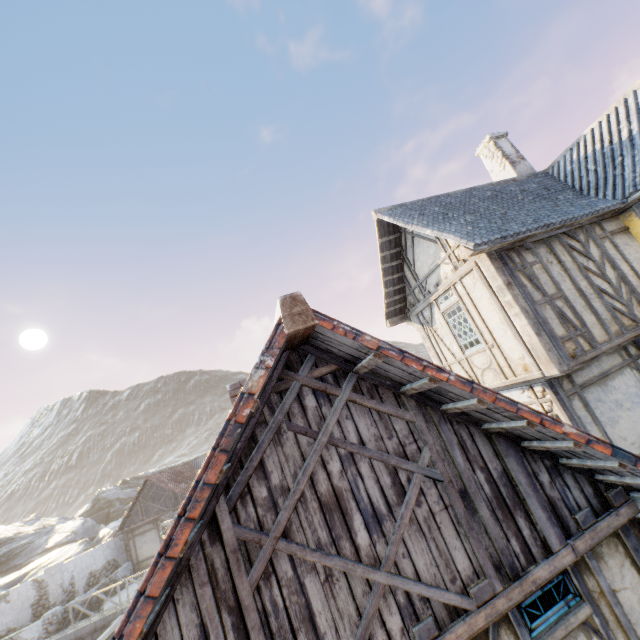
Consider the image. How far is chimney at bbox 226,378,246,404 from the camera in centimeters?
658cm

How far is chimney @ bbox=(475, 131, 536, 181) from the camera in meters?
12.1

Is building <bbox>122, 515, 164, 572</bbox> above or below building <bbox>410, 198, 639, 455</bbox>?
below

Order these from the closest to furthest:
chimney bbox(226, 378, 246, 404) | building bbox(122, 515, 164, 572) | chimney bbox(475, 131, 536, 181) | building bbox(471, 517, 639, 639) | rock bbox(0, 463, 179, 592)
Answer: building bbox(471, 517, 639, 639), chimney bbox(226, 378, 246, 404), chimney bbox(475, 131, 536, 181), building bbox(122, 515, 164, 572), rock bbox(0, 463, 179, 592)

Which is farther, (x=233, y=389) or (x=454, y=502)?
(x=233, y=389)

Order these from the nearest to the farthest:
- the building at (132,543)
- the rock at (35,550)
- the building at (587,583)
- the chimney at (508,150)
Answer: the building at (587,583) < the chimney at (508,150) < the building at (132,543) < the rock at (35,550)

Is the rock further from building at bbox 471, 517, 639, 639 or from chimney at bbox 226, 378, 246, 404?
chimney at bbox 226, 378, 246, 404

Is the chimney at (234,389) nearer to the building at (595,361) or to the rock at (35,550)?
the building at (595,361)
